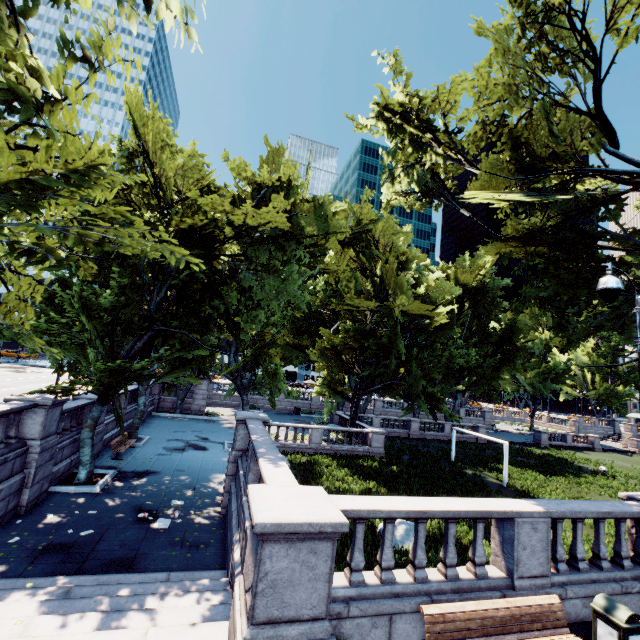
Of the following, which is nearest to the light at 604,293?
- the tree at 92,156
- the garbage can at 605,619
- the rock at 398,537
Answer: the garbage can at 605,619

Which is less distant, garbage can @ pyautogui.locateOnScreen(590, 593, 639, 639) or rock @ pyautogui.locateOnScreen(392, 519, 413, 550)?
garbage can @ pyautogui.locateOnScreen(590, 593, 639, 639)

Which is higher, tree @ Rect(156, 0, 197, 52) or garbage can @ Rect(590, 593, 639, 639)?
tree @ Rect(156, 0, 197, 52)

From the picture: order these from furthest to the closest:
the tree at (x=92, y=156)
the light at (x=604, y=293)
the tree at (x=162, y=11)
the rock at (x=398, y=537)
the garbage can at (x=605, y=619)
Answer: the rock at (x=398, y=537) < the light at (x=604, y=293) < the garbage can at (x=605, y=619) < the tree at (x=92, y=156) < the tree at (x=162, y=11)

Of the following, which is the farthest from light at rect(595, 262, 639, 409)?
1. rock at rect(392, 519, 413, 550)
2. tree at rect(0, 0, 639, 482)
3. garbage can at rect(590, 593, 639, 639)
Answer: rock at rect(392, 519, 413, 550)

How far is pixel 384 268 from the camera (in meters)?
22.83

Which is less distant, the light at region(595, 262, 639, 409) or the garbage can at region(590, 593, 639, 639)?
the garbage can at region(590, 593, 639, 639)
